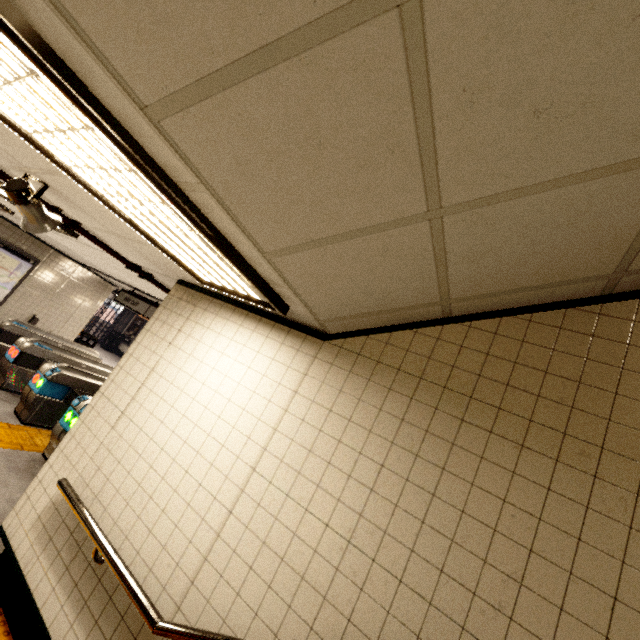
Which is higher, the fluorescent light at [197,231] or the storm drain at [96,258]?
the storm drain at [96,258]

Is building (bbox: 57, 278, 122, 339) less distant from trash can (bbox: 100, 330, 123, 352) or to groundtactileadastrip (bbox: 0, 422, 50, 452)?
groundtactileadastrip (bbox: 0, 422, 50, 452)

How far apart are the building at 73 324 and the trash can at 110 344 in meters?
8.9 m

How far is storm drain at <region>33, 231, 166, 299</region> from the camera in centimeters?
499cm

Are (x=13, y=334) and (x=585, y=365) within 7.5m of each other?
no

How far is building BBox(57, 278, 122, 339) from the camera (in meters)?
10.06

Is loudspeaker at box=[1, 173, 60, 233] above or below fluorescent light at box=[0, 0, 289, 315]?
below

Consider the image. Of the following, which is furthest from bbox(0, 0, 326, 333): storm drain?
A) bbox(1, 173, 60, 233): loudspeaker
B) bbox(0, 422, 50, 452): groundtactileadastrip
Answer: bbox(0, 422, 50, 452): groundtactileadastrip
